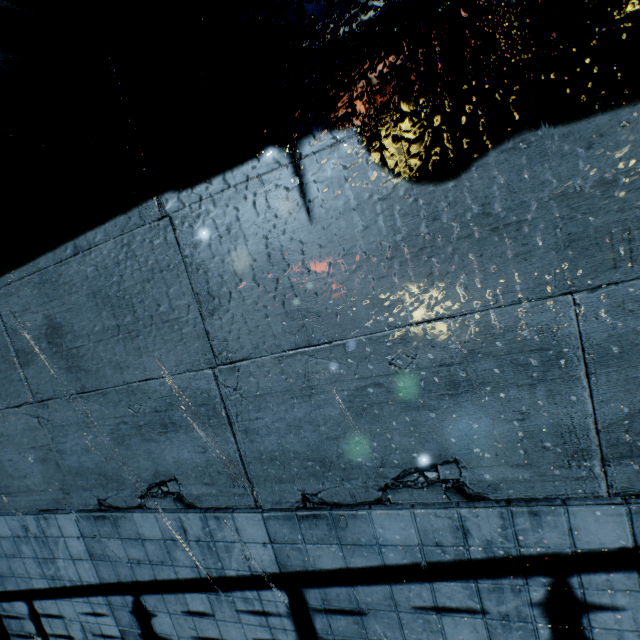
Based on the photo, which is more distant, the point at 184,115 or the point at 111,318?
the point at 111,318
